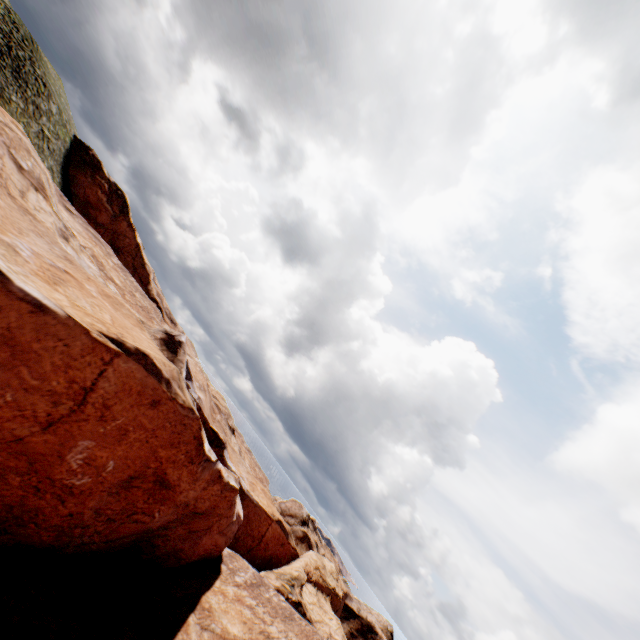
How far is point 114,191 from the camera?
48.9 meters
